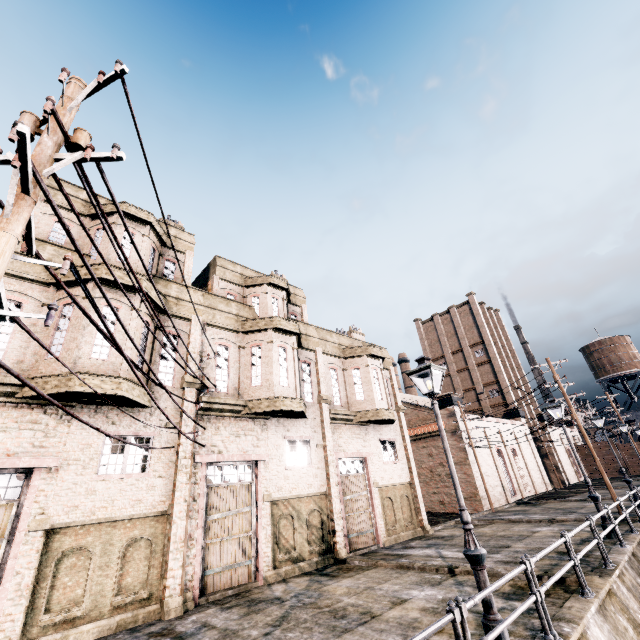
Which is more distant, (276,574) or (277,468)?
(277,468)

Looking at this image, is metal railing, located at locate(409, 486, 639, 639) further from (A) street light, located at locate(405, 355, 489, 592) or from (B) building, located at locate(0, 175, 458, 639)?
(B) building, located at locate(0, 175, 458, 639)

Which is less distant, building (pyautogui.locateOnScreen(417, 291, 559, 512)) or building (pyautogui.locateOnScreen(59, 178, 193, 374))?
building (pyautogui.locateOnScreen(59, 178, 193, 374))

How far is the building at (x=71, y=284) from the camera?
11.33m

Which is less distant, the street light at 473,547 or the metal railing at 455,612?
the metal railing at 455,612

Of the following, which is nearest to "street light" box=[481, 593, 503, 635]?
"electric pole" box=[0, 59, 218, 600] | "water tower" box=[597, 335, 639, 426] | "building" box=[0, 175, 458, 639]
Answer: "electric pole" box=[0, 59, 218, 600]

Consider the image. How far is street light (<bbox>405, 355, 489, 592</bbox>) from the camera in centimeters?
643cm
